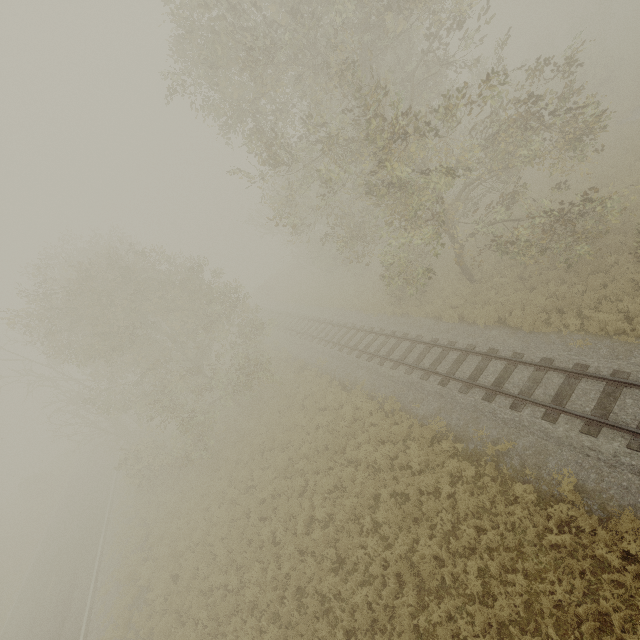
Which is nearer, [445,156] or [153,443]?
[445,156]
